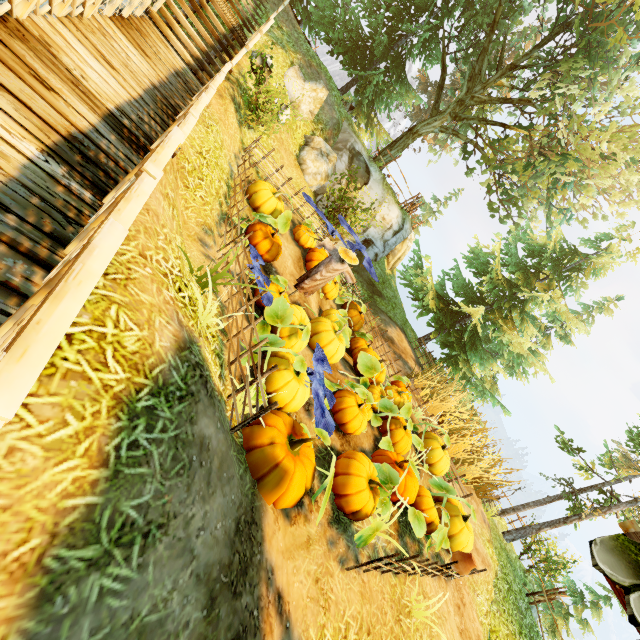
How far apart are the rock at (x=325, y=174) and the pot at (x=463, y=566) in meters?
12.7 m

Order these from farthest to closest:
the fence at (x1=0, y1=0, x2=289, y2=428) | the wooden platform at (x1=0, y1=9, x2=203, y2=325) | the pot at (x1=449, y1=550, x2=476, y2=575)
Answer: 1. the pot at (x1=449, y1=550, x2=476, y2=575)
2. the wooden platform at (x1=0, y1=9, x2=203, y2=325)
3. the fence at (x1=0, y1=0, x2=289, y2=428)

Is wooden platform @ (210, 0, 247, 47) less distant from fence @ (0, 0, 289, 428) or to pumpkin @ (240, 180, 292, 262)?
fence @ (0, 0, 289, 428)

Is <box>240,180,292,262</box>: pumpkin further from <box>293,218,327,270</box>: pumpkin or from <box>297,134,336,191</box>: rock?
<box>297,134,336,191</box>: rock

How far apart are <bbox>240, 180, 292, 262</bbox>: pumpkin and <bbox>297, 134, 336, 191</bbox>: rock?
5.4m

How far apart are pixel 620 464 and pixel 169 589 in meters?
16.4 m

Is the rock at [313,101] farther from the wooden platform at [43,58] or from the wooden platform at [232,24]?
the wooden platform at [43,58]

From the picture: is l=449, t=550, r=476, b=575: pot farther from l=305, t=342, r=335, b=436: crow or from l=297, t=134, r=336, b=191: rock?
l=297, t=134, r=336, b=191: rock
